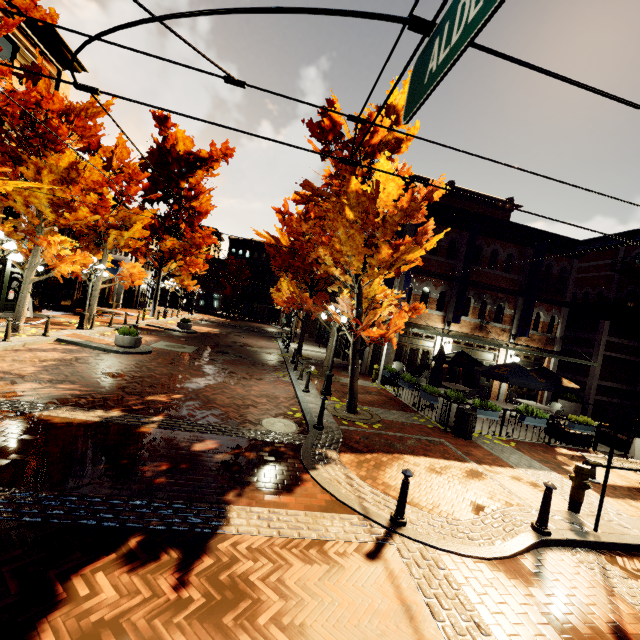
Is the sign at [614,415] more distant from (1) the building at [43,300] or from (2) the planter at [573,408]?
(2) the planter at [573,408]

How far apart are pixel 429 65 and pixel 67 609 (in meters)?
5.32

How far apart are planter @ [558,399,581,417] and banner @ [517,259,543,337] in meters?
4.3 m

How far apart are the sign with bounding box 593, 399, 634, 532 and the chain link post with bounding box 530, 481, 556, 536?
1.2m

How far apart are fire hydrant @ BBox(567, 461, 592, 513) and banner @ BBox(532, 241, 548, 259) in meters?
11.6 m

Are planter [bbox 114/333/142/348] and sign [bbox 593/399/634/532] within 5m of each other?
no

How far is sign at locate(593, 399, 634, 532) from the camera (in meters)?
5.67

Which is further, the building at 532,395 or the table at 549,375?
the building at 532,395
